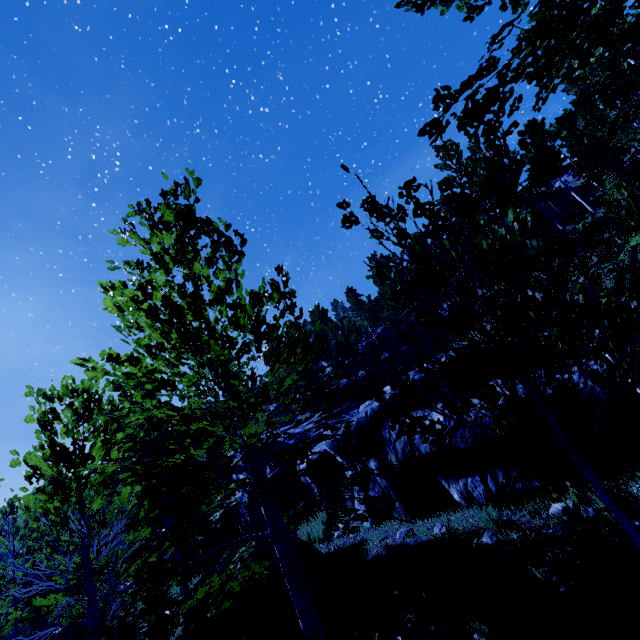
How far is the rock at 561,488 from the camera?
5.4 meters

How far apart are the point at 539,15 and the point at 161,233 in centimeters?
557cm

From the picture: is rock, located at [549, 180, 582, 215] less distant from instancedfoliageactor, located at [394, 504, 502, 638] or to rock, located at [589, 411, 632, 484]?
instancedfoliageactor, located at [394, 504, 502, 638]

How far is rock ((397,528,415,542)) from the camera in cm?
718

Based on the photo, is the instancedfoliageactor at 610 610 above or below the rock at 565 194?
below

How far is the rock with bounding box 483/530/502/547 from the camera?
5.39m
